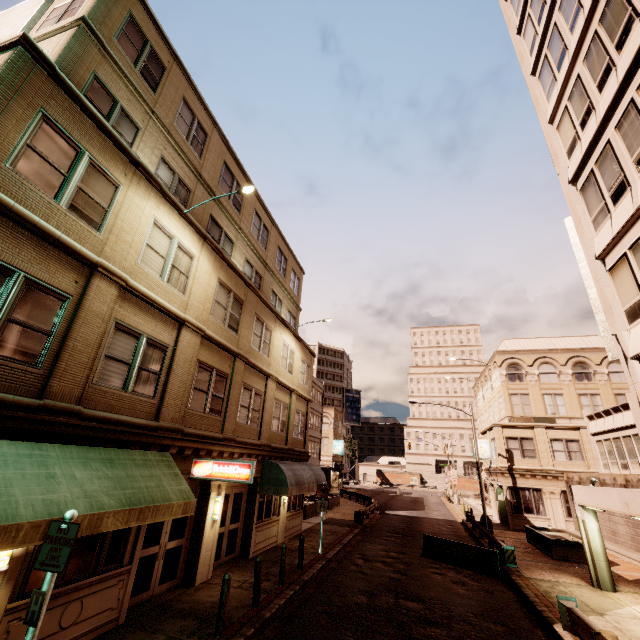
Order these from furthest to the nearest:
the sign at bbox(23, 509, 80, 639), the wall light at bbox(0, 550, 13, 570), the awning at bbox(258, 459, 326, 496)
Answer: the awning at bbox(258, 459, 326, 496), the wall light at bbox(0, 550, 13, 570), the sign at bbox(23, 509, 80, 639)

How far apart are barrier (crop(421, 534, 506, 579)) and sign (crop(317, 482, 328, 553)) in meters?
5.3

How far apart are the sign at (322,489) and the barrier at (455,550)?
5.33m

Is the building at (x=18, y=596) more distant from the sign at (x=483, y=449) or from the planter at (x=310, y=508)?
the sign at (x=483, y=449)

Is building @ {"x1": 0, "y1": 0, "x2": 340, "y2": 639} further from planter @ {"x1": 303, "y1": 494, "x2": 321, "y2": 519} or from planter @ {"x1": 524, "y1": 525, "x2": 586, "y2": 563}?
planter @ {"x1": 524, "y1": 525, "x2": 586, "y2": 563}

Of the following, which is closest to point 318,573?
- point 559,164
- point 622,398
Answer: point 559,164

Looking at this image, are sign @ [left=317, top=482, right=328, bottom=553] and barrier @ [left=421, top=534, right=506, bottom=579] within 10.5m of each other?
yes

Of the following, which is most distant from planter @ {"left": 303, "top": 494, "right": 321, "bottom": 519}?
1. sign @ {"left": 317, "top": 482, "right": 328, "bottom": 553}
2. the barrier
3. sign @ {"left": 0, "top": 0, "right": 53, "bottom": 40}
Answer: sign @ {"left": 0, "top": 0, "right": 53, "bottom": 40}
